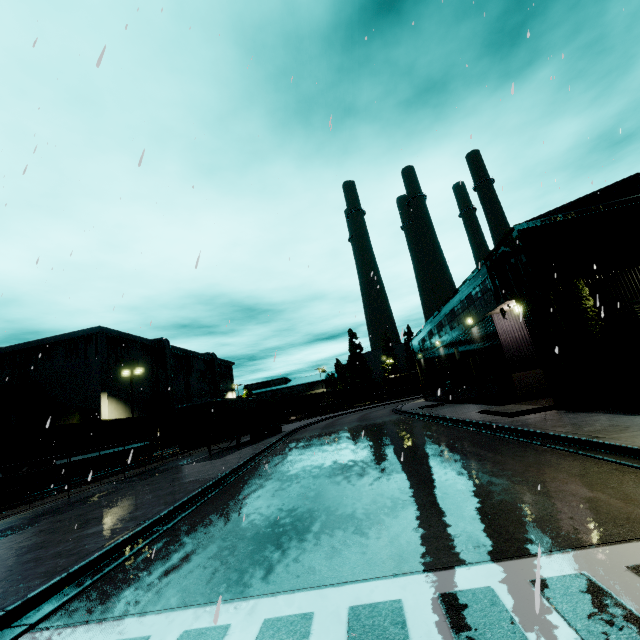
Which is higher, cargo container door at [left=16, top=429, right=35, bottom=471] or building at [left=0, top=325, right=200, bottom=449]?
building at [left=0, top=325, right=200, bottom=449]

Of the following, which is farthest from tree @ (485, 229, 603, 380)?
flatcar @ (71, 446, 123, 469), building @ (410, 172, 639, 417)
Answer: flatcar @ (71, 446, 123, 469)

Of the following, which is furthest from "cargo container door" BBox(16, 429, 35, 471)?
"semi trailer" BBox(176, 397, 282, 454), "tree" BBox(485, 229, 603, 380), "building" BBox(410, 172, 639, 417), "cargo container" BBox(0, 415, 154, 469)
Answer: "tree" BBox(485, 229, 603, 380)

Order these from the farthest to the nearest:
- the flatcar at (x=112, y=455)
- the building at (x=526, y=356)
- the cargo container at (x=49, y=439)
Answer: the flatcar at (x=112, y=455)
the cargo container at (x=49, y=439)
the building at (x=526, y=356)

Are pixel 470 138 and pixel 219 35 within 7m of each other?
no

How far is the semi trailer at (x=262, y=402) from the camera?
20.47m

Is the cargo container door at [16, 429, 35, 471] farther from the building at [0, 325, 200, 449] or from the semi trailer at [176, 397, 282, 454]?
the semi trailer at [176, 397, 282, 454]

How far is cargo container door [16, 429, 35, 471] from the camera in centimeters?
2050cm
